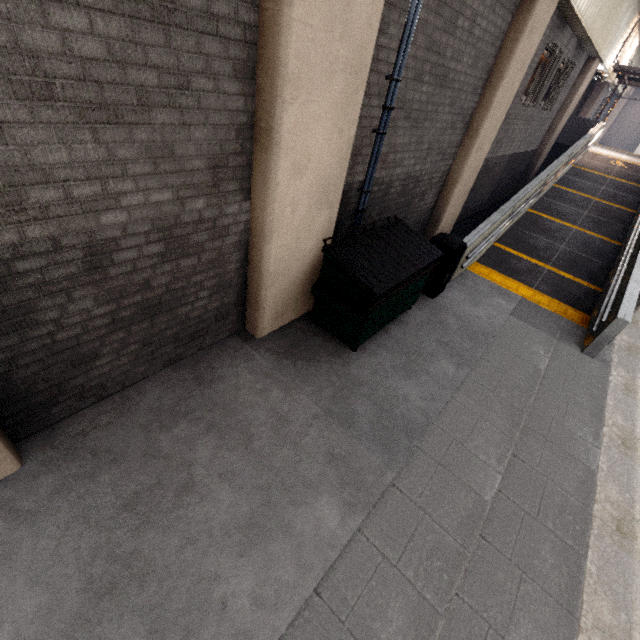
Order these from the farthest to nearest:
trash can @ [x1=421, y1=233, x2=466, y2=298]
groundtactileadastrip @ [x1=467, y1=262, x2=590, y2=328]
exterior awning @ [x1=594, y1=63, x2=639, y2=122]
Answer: exterior awning @ [x1=594, y1=63, x2=639, y2=122], groundtactileadastrip @ [x1=467, y1=262, x2=590, y2=328], trash can @ [x1=421, y1=233, x2=466, y2=298]

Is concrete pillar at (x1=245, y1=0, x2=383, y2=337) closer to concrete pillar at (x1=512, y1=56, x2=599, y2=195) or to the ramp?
the ramp

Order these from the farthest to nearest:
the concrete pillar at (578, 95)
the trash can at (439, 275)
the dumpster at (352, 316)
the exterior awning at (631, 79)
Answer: the exterior awning at (631, 79) → the concrete pillar at (578, 95) → the trash can at (439, 275) → the dumpster at (352, 316)

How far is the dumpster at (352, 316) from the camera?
4.3 meters

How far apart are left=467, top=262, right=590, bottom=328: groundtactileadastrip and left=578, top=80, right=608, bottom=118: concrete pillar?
18.9 meters

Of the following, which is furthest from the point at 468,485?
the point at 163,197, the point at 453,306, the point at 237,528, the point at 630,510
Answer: the point at 163,197

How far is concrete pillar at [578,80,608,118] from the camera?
18.28m

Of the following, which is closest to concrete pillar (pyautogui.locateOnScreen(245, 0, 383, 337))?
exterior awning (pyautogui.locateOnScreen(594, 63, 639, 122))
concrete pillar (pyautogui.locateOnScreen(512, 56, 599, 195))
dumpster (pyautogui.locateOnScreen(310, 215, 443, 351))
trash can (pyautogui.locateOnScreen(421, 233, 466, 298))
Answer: dumpster (pyautogui.locateOnScreen(310, 215, 443, 351))
